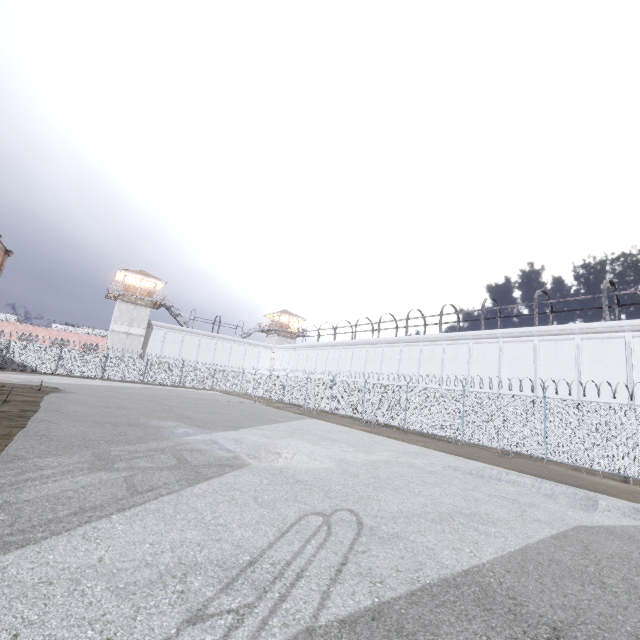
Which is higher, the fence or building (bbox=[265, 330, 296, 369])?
building (bbox=[265, 330, 296, 369])

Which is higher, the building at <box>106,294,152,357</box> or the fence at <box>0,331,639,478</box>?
the building at <box>106,294,152,357</box>

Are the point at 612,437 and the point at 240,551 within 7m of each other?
no

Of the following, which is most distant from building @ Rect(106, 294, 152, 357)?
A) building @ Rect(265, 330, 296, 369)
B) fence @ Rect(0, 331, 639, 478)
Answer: building @ Rect(265, 330, 296, 369)

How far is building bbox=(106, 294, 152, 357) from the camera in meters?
41.9

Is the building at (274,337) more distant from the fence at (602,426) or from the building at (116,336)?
the building at (116,336)
